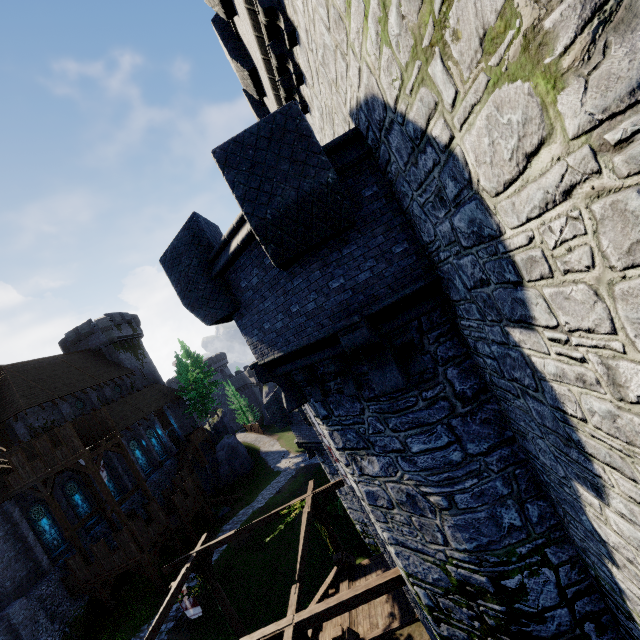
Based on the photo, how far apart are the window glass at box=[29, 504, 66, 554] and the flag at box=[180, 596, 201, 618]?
16.58m

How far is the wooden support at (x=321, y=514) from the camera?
13.8 meters

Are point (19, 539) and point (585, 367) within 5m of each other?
no

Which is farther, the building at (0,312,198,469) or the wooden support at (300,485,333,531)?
the building at (0,312,198,469)

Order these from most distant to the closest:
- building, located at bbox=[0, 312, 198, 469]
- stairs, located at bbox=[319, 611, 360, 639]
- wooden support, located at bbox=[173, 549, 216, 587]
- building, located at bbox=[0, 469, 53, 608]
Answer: building, located at bbox=[0, 312, 198, 469]
building, located at bbox=[0, 469, 53, 608]
wooden support, located at bbox=[173, 549, 216, 587]
stairs, located at bbox=[319, 611, 360, 639]

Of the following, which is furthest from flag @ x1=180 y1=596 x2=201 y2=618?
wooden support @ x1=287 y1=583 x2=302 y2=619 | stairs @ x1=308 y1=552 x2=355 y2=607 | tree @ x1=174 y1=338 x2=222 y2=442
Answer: tree @ x1=174 y1=338 x2=222 y2=442

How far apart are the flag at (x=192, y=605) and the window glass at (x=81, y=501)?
18.12m

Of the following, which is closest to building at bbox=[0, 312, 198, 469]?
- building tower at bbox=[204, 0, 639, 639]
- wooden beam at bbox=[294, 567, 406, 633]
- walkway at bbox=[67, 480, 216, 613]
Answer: walkway at bbox=[67, 480, 216, 613]
